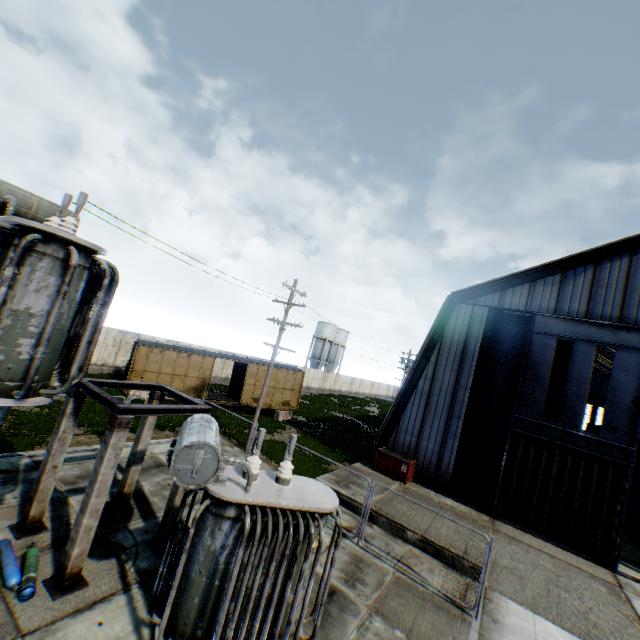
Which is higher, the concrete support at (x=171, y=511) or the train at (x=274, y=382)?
the train at (x=274, y=382)

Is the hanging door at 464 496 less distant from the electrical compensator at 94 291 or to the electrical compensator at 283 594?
the electrical compensator at 283 594

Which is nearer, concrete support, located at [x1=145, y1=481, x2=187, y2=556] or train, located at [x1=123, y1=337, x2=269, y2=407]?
concrete support, located at [x1=145, y1=481, x2=187, y2=556]

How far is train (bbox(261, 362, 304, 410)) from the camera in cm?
2570

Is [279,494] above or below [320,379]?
above

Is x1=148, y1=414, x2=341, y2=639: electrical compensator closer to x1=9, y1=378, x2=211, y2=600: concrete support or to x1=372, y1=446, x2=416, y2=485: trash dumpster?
x1=9, y1=378, x2=211, y2=600: concrete support

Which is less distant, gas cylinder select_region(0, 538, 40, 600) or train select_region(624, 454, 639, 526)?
gas cylinder select_region(0, 538, 40, 600)

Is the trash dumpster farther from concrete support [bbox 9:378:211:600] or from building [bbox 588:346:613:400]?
concrete support [bbox 9:378:211:600]
